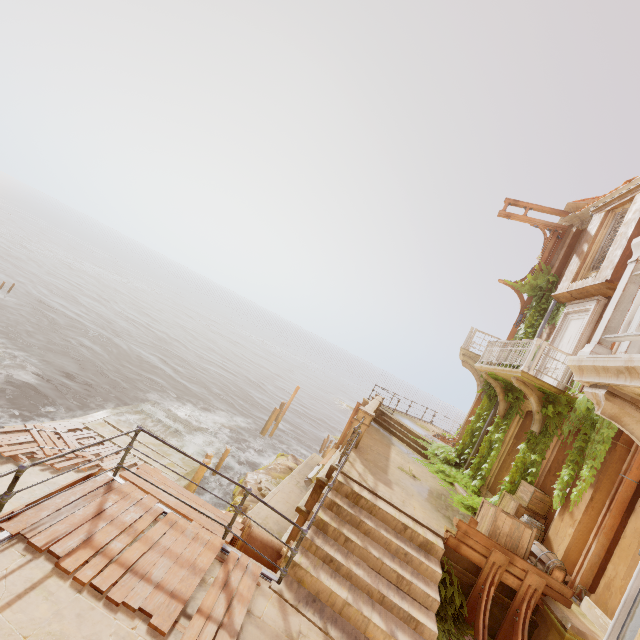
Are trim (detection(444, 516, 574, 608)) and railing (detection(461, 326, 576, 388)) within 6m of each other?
yes

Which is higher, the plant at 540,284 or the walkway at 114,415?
the plant at 540,284

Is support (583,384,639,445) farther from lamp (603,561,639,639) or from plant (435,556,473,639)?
plant (435,556,473,639)

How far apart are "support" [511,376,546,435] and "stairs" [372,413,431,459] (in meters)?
4.55

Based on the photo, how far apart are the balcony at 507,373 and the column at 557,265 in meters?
5.0

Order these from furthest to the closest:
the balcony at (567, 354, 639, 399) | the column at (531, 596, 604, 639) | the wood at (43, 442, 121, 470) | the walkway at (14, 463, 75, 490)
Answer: the wood at (43, 442, 121, 470) < the walkway at (14, 463, 75, 490) < the column at (531, 596, 604, 639) < the balcony at (567, 354, 639, 399)

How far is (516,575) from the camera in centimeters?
648cm

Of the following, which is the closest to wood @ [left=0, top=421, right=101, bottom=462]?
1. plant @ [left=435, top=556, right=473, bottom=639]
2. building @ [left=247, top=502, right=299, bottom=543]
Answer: building @ [left=247, top=502, right=299, bottom=543]
